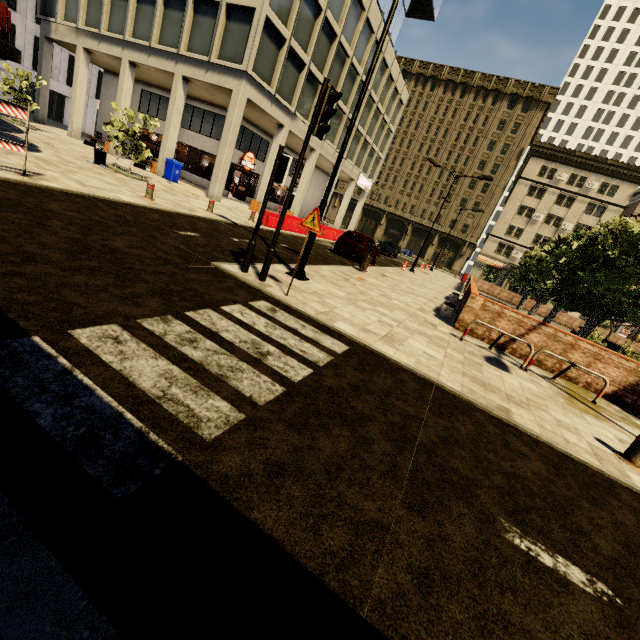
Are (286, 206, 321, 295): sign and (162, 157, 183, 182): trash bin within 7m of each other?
no

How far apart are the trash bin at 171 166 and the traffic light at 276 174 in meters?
17.3 m

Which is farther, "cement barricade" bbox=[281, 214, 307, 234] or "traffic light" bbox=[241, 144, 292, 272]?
"cement barricade" bbox=[281, 214, 307, 234]

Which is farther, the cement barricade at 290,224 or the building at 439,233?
the building at 439,233

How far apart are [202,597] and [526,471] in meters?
3.8 m

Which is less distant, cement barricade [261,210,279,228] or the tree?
the tree

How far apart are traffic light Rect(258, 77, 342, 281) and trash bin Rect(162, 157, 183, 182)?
17.9m

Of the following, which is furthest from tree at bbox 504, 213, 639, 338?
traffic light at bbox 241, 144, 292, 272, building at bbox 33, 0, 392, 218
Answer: traffic light at bbox 241, 144, 292, 272
